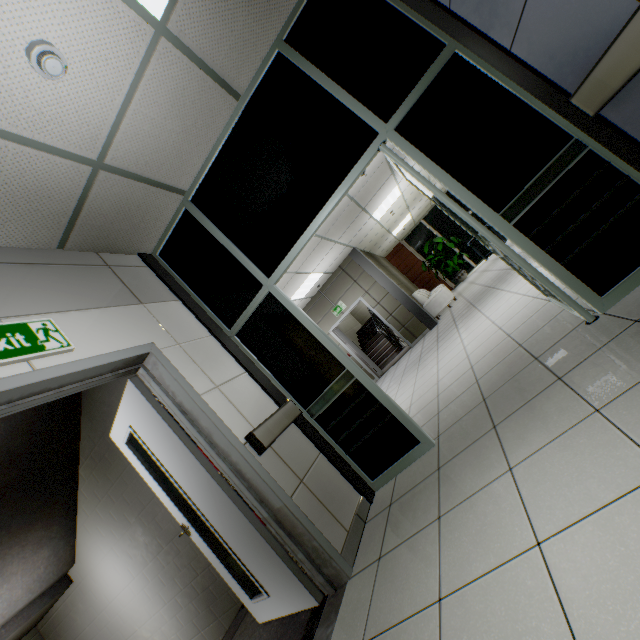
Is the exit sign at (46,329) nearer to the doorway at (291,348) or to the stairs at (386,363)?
the doorway at (291,348)

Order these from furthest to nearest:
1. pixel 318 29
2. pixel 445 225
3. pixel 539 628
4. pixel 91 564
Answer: pixel 445 225 < pixel 91 564 < pixel 318 29 < pixel 539 628

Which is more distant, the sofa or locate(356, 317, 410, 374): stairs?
locate(356, 317, 410, 374): stairs

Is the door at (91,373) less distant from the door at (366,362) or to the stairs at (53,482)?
the stairs at (53,482)

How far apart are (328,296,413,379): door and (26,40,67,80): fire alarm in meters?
8.4 m

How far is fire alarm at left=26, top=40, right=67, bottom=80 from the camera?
1.7m

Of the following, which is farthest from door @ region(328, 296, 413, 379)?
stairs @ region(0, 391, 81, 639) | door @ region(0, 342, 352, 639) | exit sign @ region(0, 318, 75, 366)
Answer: exit sign @ region(0, 318, 75, 366)

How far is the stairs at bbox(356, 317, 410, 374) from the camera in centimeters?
1106cm
